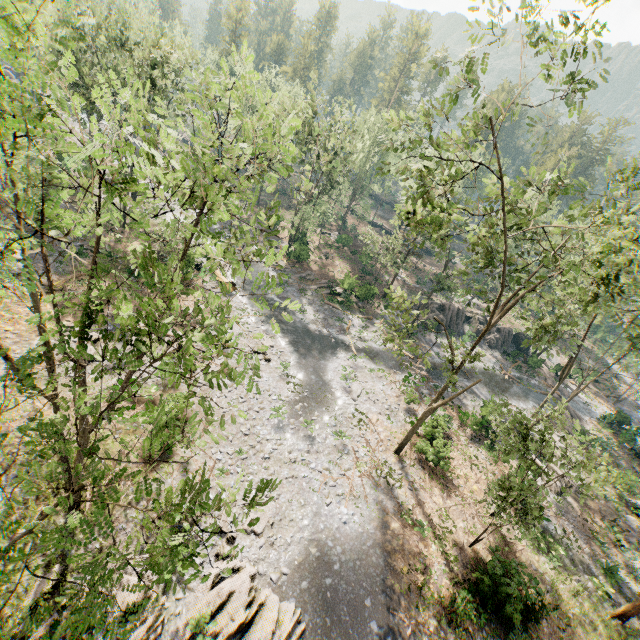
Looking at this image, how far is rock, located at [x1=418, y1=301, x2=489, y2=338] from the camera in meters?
42.2 m

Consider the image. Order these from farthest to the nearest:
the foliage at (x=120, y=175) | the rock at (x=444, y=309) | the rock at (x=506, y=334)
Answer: the rock at (x=506, y=334) < the rock at (x=444, y=309) < the foliage at (x=120, y=175)

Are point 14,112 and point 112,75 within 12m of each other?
yes

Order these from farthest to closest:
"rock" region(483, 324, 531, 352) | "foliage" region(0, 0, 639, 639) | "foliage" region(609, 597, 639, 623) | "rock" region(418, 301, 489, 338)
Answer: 1. "rock" region(483, 324, 531, 352)
2. "rock" region(418, 301, 489, 338)
3. "foliage" region(609, 597, 639, 623)
4. "foliage" region(0, 0, 639, 639)

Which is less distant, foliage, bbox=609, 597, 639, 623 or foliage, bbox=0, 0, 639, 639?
foliage, bbox=0, 0, 639, 639

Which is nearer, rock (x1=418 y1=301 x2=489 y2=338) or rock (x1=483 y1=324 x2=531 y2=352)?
rock (x1=418 y1=301 x2=489 y2=338)

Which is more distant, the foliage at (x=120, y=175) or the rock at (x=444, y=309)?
the rock at (x=444, y=309)
